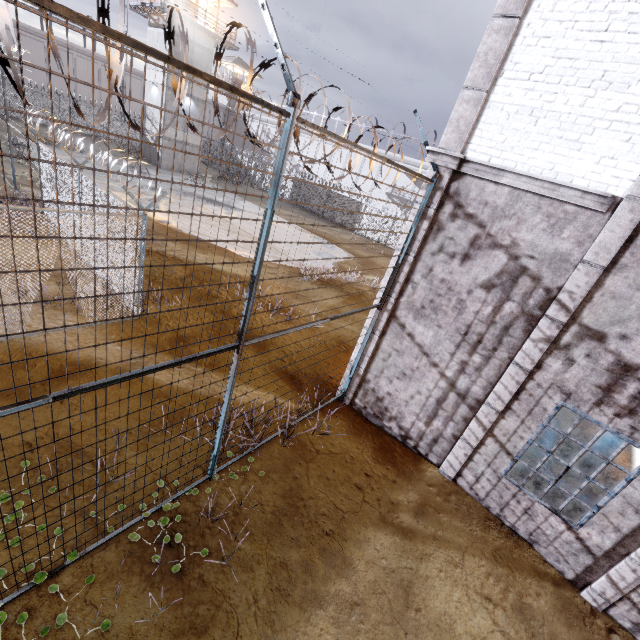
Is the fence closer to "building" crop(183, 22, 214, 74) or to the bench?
the bench

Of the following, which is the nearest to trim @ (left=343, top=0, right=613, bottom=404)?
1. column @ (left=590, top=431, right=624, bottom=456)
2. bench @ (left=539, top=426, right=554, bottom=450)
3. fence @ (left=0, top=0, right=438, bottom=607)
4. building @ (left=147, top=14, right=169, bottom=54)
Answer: fence @ (left=0, top=0, right=438, bottom=607)

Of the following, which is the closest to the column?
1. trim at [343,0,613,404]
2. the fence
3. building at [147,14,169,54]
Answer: trim at [343,0,613,404]

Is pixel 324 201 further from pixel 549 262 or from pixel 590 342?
pixel 590 342

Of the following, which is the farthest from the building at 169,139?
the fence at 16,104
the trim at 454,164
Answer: the trim at 454,164

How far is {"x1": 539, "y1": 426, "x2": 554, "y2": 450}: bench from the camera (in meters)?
8.75

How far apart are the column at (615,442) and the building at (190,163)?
36.7 meters

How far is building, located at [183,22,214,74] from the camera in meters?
27.6 m
